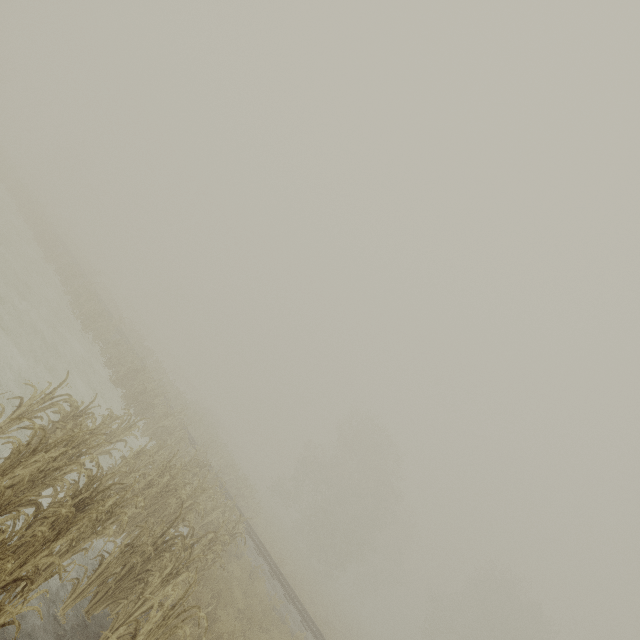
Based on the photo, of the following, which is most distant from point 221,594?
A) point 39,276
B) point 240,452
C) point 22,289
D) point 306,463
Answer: point 240,452
